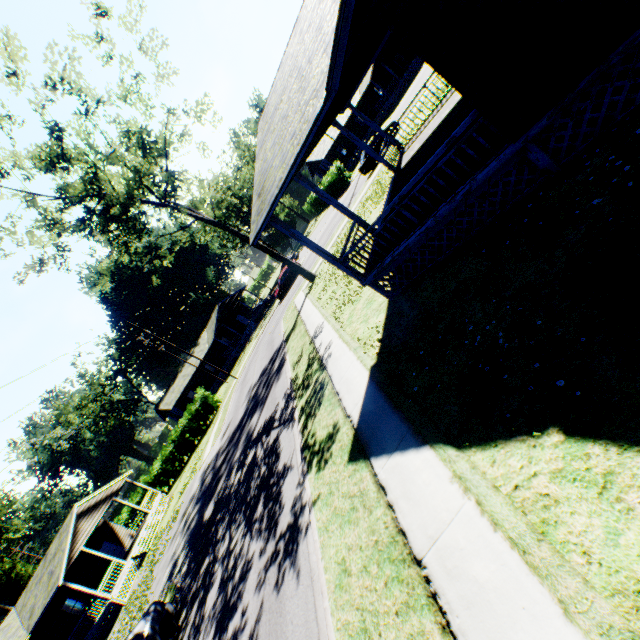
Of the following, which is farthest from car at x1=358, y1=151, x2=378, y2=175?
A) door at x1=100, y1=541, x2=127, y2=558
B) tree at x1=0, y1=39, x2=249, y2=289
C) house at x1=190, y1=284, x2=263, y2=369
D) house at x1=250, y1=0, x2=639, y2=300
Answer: door at x1=100, y1=541, x2=127, y2=558

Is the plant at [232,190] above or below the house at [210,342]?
above

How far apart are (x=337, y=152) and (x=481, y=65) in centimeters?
4780cm

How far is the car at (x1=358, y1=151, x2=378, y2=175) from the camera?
27.48m

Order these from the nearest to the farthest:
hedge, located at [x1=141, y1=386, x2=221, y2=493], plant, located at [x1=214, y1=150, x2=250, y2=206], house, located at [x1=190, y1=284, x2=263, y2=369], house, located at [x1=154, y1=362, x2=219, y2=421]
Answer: hedge, located at [x1=141, y1=386, x2=221, y2=493] → house, located at [x1=154, y1=362, x2=219, y2=421] → house, located at [x1=190, y1=284, x2=263, y2=369] → plant, located at [x1=214, y1=150, x2=250, y2=206]

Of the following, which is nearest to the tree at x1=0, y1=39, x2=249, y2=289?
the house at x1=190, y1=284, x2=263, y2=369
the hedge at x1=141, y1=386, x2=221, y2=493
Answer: the hedge at x1=141, y1=386, x2=221, y2=493

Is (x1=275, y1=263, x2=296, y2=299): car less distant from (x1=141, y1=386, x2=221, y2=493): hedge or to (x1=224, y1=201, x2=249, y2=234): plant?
(x1=141, y1=386, x2=221, y2=493): hedge
